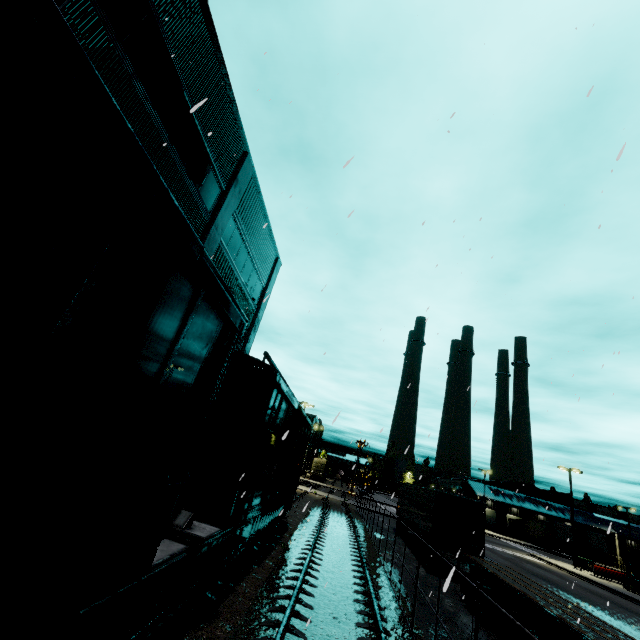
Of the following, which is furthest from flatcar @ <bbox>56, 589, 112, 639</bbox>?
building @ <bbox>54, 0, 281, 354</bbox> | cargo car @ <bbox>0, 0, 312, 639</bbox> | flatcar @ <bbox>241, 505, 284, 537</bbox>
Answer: building @ <bbox>54, 0, 281, 354</bbox>

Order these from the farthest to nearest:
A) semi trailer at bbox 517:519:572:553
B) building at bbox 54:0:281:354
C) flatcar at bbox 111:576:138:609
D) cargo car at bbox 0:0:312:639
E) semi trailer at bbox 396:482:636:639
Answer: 1. semi trailer at bbox 517:519:572:553
2. semi trailer at bbox 396:482:636:639
3. building at bbox 54:0:281:354
4. flatcar at bbox 111:576:138:609
5. cargo car at bbox 0:0:312:639

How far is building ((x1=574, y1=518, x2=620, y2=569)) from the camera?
55.73m

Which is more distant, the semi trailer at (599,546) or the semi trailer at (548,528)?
the semi trailer at (548,528)

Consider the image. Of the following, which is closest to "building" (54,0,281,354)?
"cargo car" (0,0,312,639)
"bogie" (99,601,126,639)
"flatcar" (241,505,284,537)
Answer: "cargo car" (0,0,312,639)

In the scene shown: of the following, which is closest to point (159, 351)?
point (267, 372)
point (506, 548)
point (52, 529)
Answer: point (52, 529)

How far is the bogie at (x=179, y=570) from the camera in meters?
5.7 m

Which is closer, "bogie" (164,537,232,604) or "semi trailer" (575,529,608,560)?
"bogie" (164,537,232,604)
